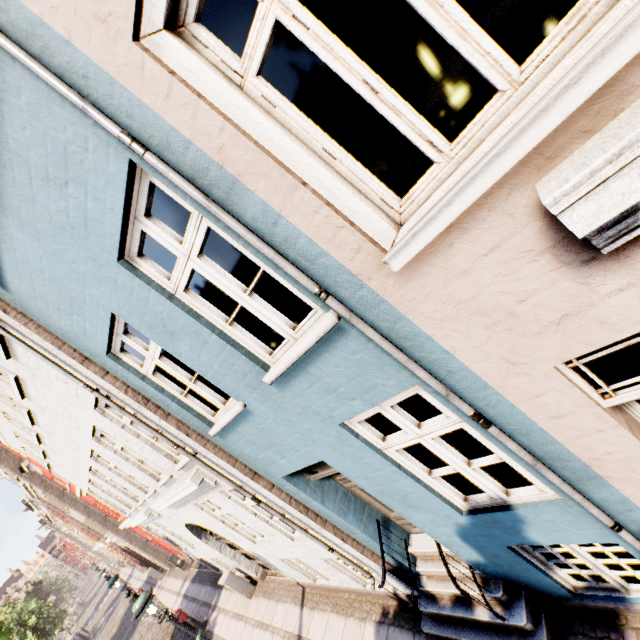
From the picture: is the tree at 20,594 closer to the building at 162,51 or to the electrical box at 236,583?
the building at 162,51

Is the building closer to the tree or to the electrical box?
the electrical box

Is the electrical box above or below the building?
below

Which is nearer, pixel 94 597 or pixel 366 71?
pixel 366 71

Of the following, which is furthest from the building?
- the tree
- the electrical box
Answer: the tree

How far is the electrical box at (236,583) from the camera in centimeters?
1027cm

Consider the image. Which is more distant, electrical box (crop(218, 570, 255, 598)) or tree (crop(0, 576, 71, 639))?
tree (crop(0, 576, 71, 639))
